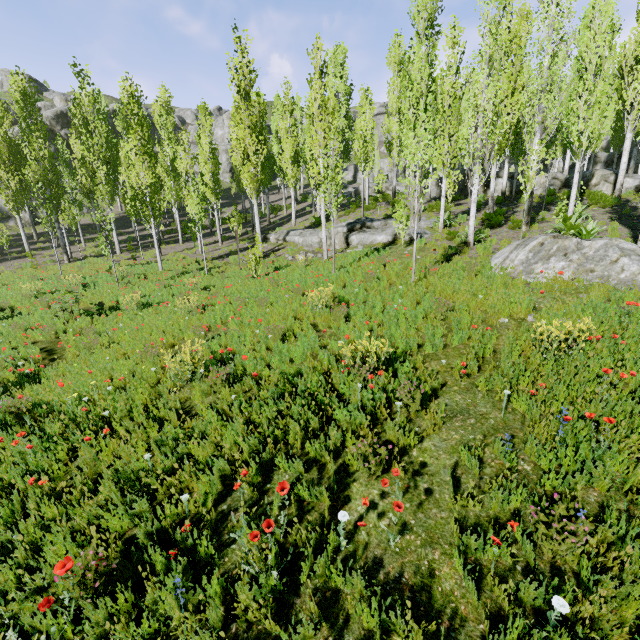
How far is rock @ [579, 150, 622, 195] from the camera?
18.72m

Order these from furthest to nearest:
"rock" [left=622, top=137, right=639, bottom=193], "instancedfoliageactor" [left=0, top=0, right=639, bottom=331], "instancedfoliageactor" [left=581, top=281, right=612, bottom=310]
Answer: "rock" [left=622, top=137, right=639, bottom=193] < "instancedfoliageactor" [left=0, top=0, right=639, bottom=331] < "instancedfoliageactor" [left=581, top=281, right=612, bottom=310]

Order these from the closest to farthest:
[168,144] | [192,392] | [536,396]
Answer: [536,396] < [192,392] < [168,144]

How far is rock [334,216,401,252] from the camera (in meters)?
15.42

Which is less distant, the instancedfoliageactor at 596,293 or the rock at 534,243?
the instancedfoliageactor at 596,293

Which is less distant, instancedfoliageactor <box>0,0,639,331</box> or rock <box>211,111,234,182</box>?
instancedfoliageactor <box>0,0,639,331</box>

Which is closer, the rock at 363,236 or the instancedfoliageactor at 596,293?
the instancedfoliageactor at 596,293

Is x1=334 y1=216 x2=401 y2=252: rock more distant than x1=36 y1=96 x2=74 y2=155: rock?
No
